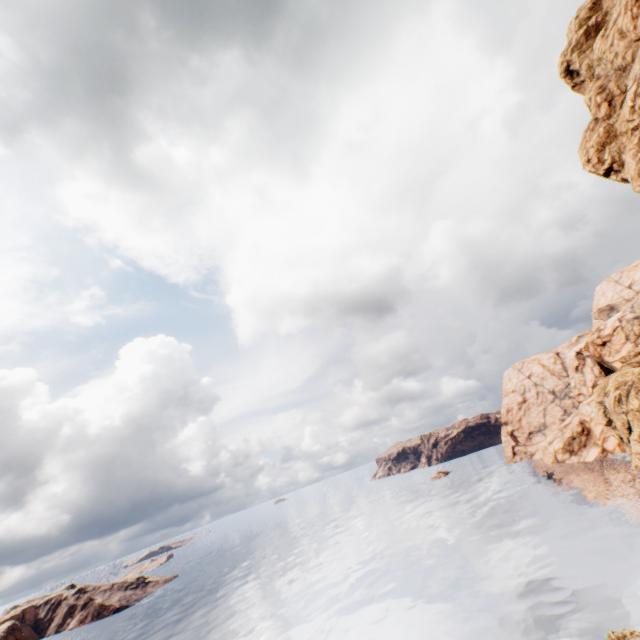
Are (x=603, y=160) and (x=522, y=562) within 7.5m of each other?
no

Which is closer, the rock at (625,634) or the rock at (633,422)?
the rock at (625,634)

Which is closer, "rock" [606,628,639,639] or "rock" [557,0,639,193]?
"rock" [557,0,639,193]

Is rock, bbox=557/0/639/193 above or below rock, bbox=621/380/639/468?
above

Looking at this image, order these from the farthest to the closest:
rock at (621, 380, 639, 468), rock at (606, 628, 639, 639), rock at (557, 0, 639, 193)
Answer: rock at (621, 380, 639, 468) < rock at (606, 628, 639, 639) < rock at (557, 0, 639, 193)
